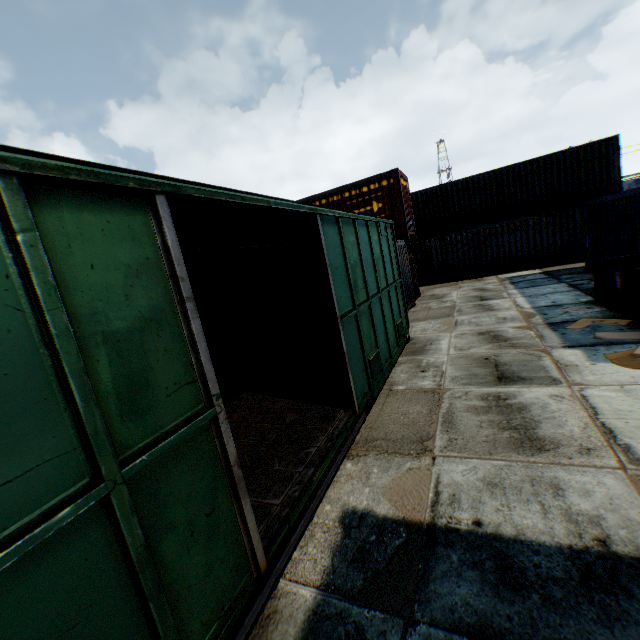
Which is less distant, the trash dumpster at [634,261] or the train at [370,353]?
the train at [370,353]

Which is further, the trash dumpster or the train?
the trash dumpster

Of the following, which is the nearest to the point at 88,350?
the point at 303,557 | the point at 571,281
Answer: the point at 303,557
